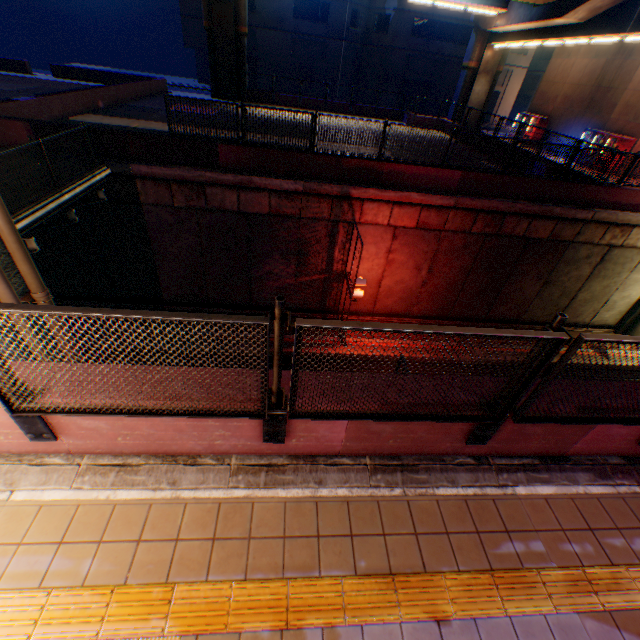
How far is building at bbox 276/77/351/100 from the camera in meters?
36.4 m

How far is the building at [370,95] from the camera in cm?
3841

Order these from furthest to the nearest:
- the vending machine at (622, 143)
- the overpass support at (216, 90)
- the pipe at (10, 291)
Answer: the overpass support at (216, 90)
the vending machine at (622, 143)
the pipe at (10, 291)

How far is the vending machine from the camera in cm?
1953

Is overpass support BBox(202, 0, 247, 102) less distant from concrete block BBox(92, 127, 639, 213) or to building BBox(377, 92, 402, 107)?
concrete block BBox(92, 127, 639, 213)

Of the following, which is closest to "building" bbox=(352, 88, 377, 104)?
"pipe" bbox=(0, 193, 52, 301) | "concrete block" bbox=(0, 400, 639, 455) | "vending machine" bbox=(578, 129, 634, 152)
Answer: "vending machine" bbox=(578, 129, 634, 152)

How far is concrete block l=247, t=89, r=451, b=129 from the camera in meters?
27.3

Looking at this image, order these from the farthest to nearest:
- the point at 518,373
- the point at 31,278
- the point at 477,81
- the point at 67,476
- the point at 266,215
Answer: the point at 477,81, the point at 266,215, the point at 31,278, the point at 67,476, the point at 518,373
